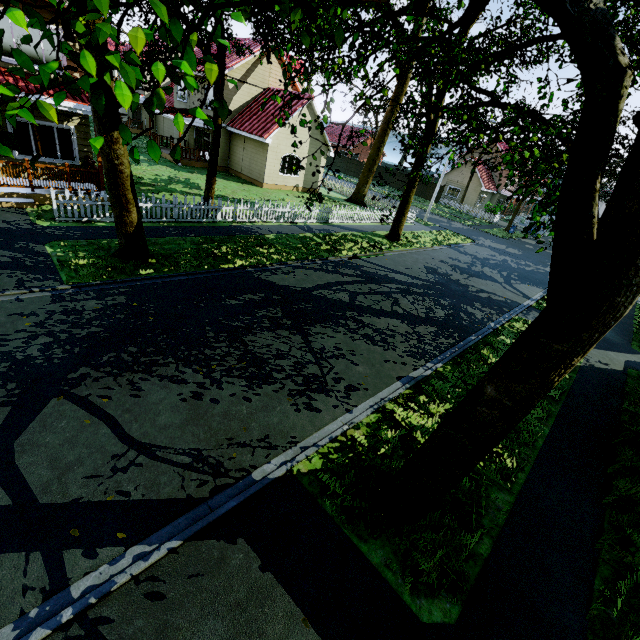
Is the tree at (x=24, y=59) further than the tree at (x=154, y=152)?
No

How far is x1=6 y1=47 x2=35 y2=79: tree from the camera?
2.05m

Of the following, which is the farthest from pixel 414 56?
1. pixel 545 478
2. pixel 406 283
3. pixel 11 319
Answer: pixel 11 319

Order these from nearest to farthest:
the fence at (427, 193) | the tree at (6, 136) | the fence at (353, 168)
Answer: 1. the tree at (6, 136)
2. the fence at (427, 193)
3. the fence at (353, 168)

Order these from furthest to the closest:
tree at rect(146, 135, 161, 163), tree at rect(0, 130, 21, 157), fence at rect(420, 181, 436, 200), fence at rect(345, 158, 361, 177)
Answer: fence at rect(345, 158, 361, 177)
fence at rect(420, 181, 436, 200)
tree at rect(146, 135, 161, 163)
tree at rect(0, 130, 21, 157)

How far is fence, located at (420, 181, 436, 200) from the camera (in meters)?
44.22

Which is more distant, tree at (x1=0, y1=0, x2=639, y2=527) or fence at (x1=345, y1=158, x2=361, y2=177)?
fence at (x1=345, y1=158, x2=361, y2=177)
